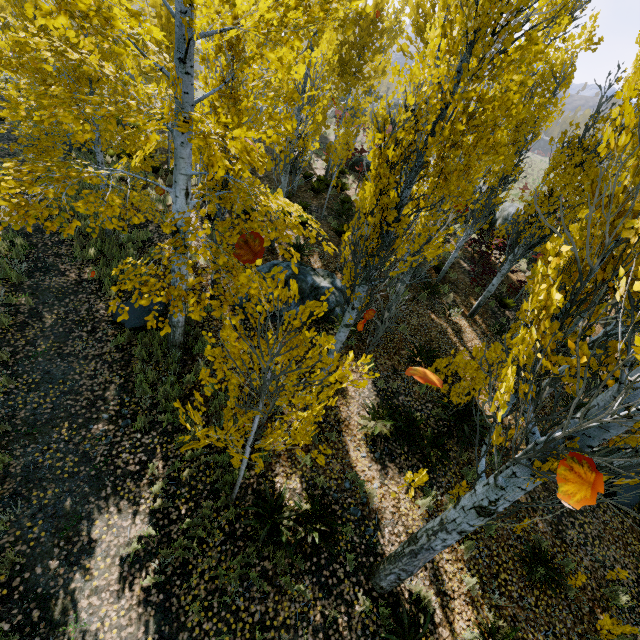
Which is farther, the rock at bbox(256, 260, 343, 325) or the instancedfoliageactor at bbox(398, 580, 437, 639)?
the rock at bbox(256, 260, 343, 325)

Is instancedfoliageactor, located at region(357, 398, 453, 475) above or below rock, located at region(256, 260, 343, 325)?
below

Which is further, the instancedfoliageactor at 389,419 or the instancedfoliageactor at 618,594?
the instancedfoliageactor at 389,419

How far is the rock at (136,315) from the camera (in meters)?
8.03

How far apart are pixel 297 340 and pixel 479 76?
3.6m

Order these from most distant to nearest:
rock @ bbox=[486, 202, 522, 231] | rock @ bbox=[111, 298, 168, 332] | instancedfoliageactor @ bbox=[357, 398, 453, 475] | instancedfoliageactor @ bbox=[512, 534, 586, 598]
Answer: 1. rock @ bbox=[486, 202, 522, 231]
2. rock @ bbox=[111, 298, 168, 332]
3. instancedfoliageactor @ bbox=[357, 398, 453, 475]
4. instancedfoliageactor @ bbox=[512, 534, 586, 598]

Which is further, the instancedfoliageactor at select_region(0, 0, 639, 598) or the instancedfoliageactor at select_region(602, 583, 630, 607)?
the instancedfoliageactor at select_region(602, 583, 630, 607)
